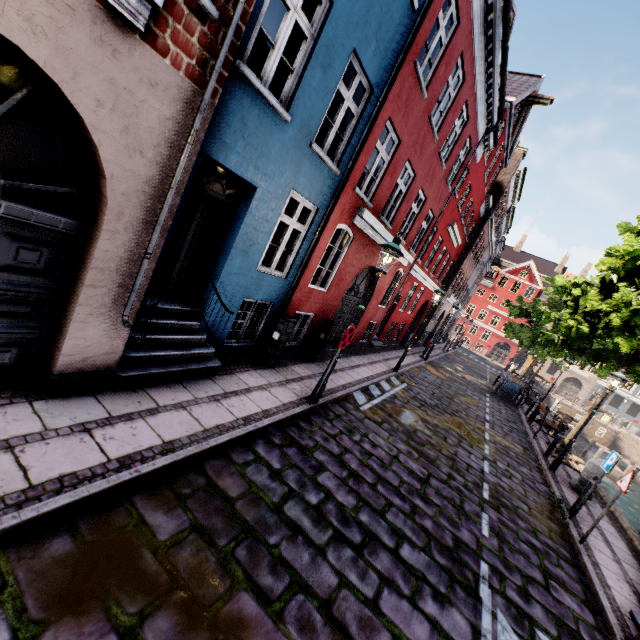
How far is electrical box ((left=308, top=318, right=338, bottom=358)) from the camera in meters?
9.8

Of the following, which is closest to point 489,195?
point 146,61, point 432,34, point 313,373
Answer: point 432,34

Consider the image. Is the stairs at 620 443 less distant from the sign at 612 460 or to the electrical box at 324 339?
the sign at 612 460

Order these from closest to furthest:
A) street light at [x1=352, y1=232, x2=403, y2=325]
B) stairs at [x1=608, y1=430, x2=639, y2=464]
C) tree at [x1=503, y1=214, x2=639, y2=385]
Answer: street light at [x1=352, y1=232, x2=403, y2=325] → tree at [x1=503, y1=214, x2=639, y2=385] → stairs at [x1=608, y1=430, x2=639, y2=464]

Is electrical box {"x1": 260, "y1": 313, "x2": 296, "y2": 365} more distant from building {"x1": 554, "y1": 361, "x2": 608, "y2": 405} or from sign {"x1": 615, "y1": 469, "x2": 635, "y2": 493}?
sign {"x1": 615, "y1": 469, "x2": 635, "y2": 493}

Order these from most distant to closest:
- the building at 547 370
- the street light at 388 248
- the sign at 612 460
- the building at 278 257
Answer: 1. the building at 547 370
2. the sign at 612 460
3. the street light at 388 248
4. the building at 278 257

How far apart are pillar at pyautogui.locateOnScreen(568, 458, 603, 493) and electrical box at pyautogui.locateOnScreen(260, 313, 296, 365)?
9.88m

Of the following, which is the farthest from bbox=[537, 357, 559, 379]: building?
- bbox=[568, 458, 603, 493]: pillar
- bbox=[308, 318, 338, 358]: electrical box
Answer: bbox=[568, 458, 603, 493]: pillar
